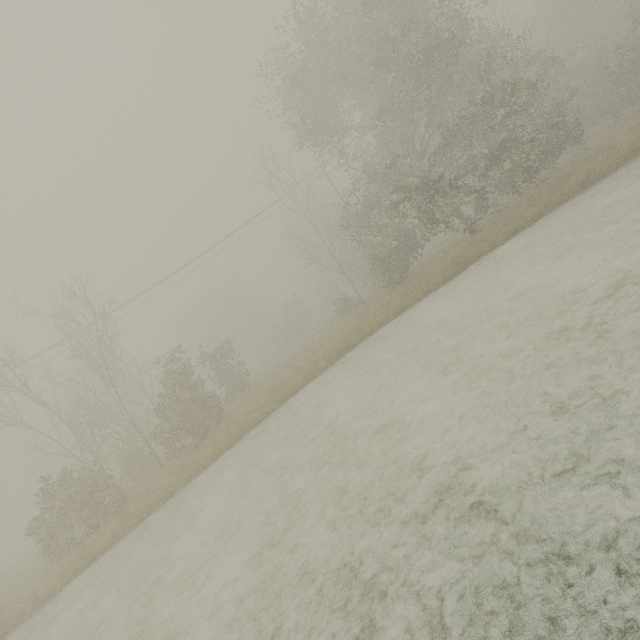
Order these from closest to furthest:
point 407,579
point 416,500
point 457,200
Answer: point 407,579 → point 416,500 → point 457,200
